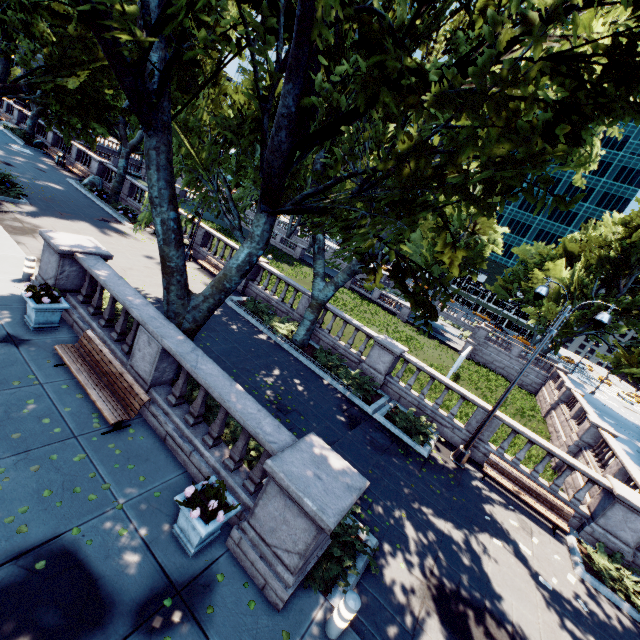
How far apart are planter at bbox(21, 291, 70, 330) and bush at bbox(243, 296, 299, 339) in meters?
8.0

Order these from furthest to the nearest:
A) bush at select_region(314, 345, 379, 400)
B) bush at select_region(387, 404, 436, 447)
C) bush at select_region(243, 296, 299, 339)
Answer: bush at select_region(243, 296, 299, 339) → bush at select_region(314, 345, 379, 400) → bush at select_region(387, 404, 436, 447)

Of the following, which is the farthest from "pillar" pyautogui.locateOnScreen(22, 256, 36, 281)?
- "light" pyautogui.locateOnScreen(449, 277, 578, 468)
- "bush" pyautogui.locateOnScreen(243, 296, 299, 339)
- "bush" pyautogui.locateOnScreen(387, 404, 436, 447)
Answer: "light" pyautogui.locateOnScreen(449, 277, 578, 468)

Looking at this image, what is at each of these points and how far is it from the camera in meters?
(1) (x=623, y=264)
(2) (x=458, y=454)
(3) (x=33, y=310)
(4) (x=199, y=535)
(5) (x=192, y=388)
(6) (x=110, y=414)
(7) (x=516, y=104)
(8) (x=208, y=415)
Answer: (1) tree, 38.8 m
(2) light, 12.3 m
(3) planter, 8.5 m
(4) planter, 5.3 m
(5) bush, 8.9 m
(6) bench, 6.7 m
(7) tree, 5.7 m
(8) bush, 8.4 m

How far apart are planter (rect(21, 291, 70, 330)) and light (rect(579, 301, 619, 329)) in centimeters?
1383cm

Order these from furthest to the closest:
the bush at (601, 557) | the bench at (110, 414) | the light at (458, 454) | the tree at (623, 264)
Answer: the tree at (623, 264), the light at (458, 454), the bush at (601, 557), the bench at (110, 414)

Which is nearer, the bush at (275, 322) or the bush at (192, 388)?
the bush at (192, 388)

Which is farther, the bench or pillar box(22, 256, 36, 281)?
pillar box(22, 256, 36, 281)
